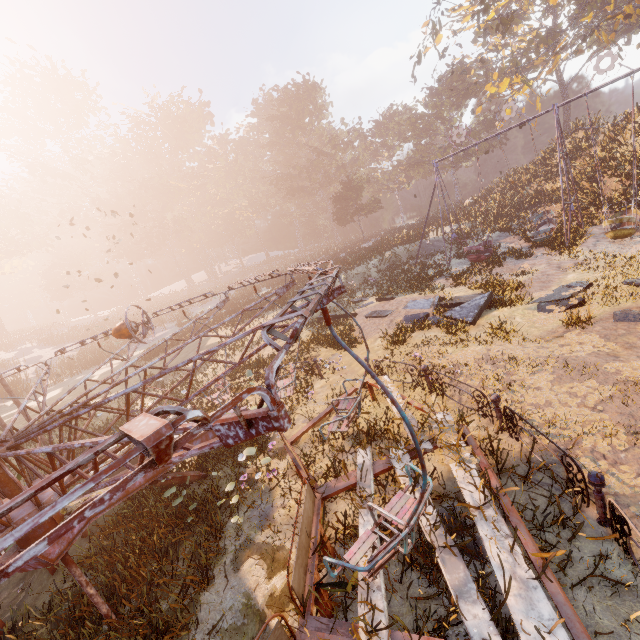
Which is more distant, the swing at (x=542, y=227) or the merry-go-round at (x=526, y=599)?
the swing at (x=542, y=227)

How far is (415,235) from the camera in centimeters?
2959cm

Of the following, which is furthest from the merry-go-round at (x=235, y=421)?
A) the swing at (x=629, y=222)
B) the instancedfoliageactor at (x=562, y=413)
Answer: the swing at (x=629, y=222)

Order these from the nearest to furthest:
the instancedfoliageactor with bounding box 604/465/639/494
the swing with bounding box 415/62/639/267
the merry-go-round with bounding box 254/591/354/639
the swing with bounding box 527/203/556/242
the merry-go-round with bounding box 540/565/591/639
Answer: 1. the merry-go-round with bounding box 540/565/591/639
2. the merry-go-round with bounding box 254/591/354/639
3. the instancedfoliageactor with bounding box 604/465/639/494
4. the swing with bounding box 415/62/639/267
5. the swing with bounding box 527/203/556/242

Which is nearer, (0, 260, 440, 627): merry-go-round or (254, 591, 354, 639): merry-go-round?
(0, 260, 440, 627): merry-go-round

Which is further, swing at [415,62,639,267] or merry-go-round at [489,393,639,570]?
swing at [415,62,639,267]

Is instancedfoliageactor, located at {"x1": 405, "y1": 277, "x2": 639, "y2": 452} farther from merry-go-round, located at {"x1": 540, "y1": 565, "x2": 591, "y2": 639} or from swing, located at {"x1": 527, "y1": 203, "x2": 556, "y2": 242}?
swing, located at {"x1": 527, "y1": 203, "x2": 556, "y2": 242}
